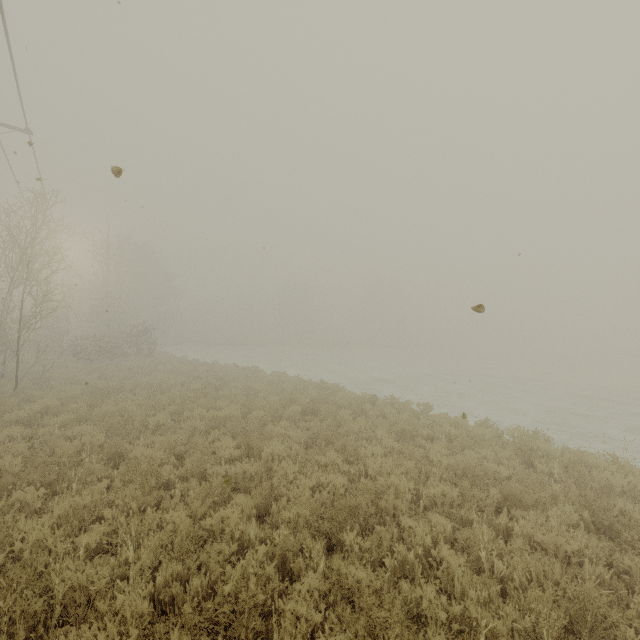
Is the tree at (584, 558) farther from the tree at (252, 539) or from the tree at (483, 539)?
the tree at (252, 539)

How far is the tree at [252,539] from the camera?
3.9 meters

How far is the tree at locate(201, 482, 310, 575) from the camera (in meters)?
3.93

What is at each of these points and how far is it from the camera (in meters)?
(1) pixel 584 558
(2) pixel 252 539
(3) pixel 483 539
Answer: (1) tree, 4.47
(2) tree, 4.52
(3) tree, 4.48

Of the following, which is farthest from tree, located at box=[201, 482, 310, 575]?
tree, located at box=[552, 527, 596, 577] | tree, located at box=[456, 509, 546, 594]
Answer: tree, located at box=[552, 527, 596, 577]

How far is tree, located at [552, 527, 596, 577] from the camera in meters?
4.2 m

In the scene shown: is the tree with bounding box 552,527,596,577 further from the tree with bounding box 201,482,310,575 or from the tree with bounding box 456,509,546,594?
the tree with bounding box 201,482,310,575
